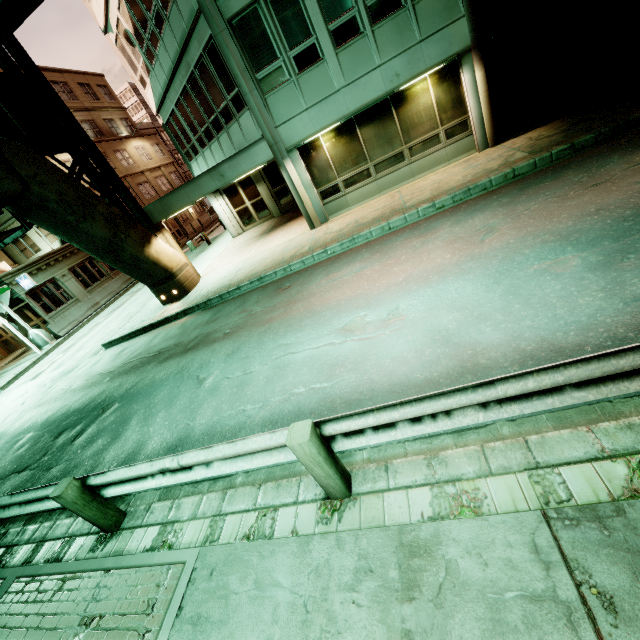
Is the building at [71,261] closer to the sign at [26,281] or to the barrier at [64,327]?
the sign at [26,281]

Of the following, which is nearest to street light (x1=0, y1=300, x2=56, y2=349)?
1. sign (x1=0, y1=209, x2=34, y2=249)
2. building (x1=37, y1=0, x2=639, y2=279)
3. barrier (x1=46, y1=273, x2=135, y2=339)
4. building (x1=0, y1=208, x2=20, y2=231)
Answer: barrier (x1=46, y1=273, x2=135, y2=339)

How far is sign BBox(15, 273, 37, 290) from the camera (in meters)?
21.06

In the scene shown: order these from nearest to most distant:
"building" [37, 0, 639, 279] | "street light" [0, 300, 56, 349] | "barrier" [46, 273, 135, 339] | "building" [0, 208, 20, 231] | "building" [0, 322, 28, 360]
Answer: "building" [37, 0, 639, 279]
"street light" [0, 300, 56, 349]
"barrier" [46, 273, 135, 339]
"building" [0, 322, 28, 360]
"building" [0, 208, 20, 231]

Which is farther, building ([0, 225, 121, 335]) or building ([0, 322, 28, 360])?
building ([0, 322, 28, 360])

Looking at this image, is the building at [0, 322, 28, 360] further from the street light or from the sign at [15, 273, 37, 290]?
the street light

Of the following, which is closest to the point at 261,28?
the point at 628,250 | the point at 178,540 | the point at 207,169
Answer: the point at 207,169

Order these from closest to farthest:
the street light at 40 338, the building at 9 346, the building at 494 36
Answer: the building at 494 36 → the street light at 40 338 → the building at 9 346
